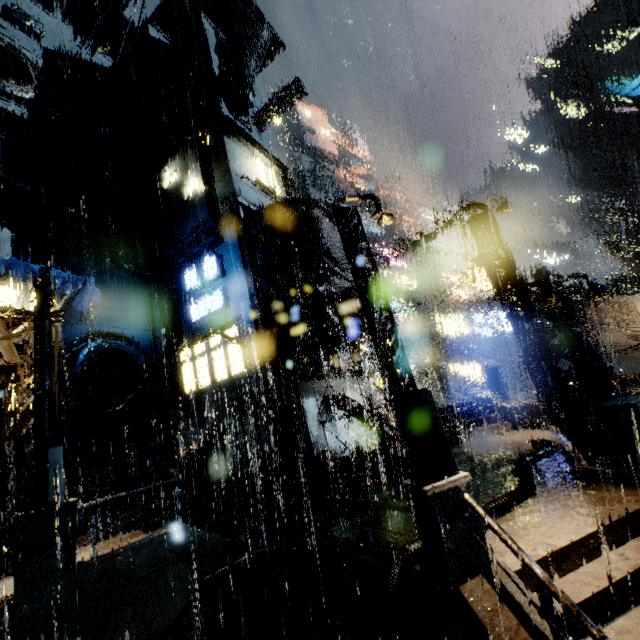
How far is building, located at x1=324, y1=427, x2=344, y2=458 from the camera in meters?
18.1 m

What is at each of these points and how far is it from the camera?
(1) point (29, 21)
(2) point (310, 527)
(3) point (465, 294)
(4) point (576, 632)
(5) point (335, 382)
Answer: (1) building vent, 22.91m
(2) building, 9.74m
(3) sign, 37.66m
(4) stairs, 4.41m
(5) building, 21.47m

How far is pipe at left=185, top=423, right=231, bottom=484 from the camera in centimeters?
1658cm

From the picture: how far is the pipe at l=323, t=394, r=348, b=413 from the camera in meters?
18.5

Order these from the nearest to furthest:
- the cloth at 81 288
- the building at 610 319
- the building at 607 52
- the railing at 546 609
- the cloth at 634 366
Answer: the railing at 546 609 < the cloth at 81 288 < the cloth at 634 366 < the building at 610 319 < the building at 607 52

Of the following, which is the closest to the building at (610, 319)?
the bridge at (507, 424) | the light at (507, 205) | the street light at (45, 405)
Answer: the bridge at (507, 424)
